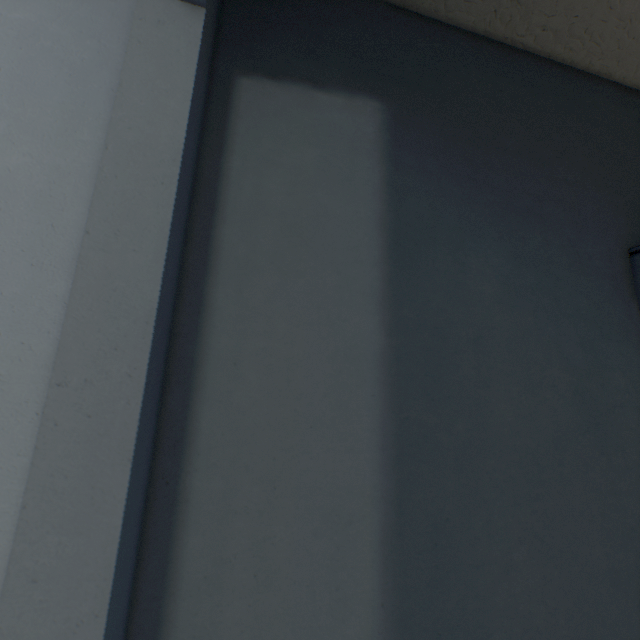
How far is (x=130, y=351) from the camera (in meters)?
0.48
